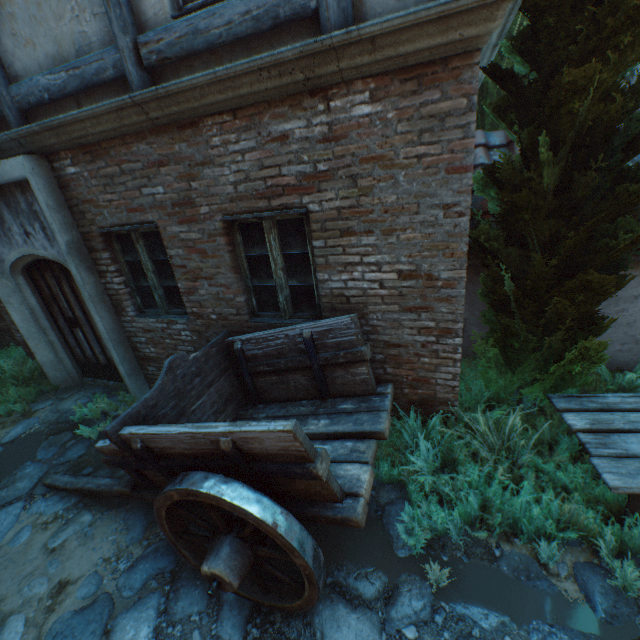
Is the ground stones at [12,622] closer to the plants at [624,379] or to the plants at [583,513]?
the plants at [583,513]

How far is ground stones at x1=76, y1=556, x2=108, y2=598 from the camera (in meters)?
2.86

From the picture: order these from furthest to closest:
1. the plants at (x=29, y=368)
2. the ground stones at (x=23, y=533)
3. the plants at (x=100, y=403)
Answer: the plants at (x=29, y=368) → the plants at (x=100, y=403) → the ground stones at (x=23, y=533)

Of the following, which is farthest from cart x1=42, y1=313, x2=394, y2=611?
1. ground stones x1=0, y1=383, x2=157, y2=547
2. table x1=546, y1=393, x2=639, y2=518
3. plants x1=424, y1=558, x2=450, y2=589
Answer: table x1=546, y1=393, x2=639, y2=518

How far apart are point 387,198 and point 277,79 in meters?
1.3 m

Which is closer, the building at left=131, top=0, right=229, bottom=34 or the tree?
the tree

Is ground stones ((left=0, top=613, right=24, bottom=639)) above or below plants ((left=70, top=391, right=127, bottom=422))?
below

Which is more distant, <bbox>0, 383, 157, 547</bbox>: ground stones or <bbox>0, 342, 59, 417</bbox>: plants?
<bbox>0, 342, 59, 417</bbox>: plants
